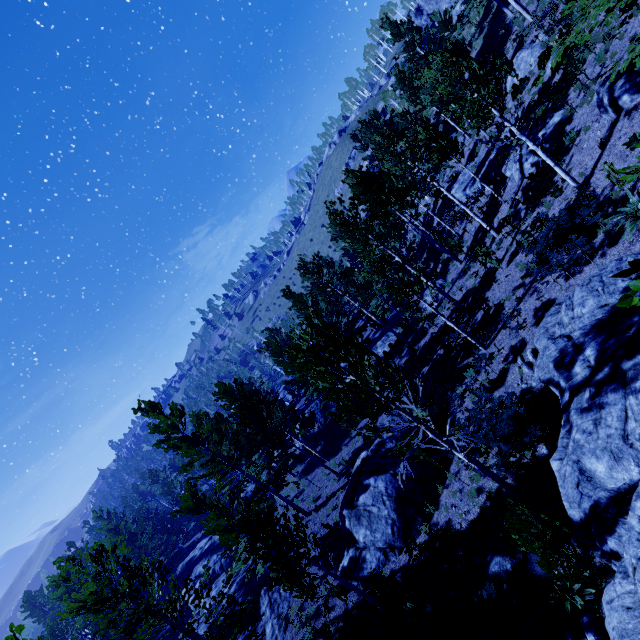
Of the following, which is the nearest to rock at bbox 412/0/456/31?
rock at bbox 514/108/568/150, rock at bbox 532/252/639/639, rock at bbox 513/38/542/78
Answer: rock at bbox 513/38/542/78

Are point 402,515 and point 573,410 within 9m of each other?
yes

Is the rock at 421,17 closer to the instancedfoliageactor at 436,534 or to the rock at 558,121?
the instancedfoliageactor at 436,534

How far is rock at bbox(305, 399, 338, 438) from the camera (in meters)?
30.81

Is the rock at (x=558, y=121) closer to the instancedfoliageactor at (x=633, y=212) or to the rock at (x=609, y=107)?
the instancedfoliageactor at (x=633, y=212)

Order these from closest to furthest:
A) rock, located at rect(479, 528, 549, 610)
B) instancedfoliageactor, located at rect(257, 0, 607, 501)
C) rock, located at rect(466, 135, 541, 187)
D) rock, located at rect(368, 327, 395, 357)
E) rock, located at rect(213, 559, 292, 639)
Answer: rock, located at rect(479, 528, 549, 610)
instancedfoliageactor, located at rect(257, 0, 607, 501)
rock, located at rect(213, 559, 292, 639)
rock, located at rect(466, 135, 541, 187)
rock, located at rect(368, 327, 395, 357)
